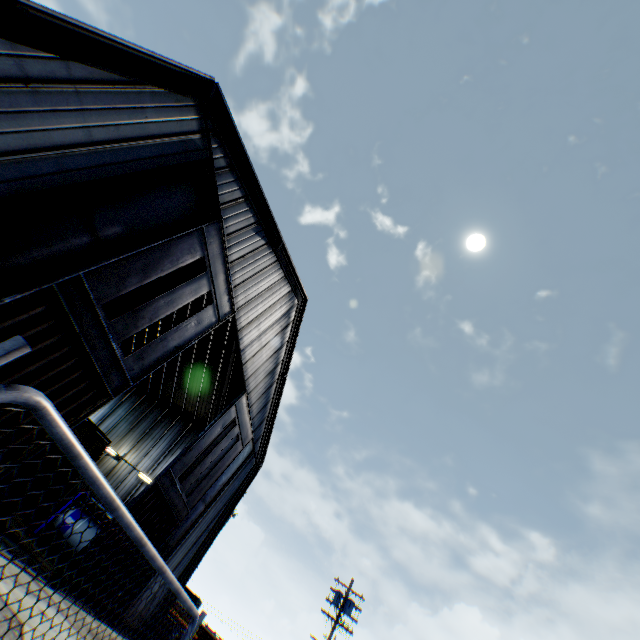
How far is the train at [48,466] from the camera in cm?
1397

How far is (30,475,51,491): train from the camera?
13.54m

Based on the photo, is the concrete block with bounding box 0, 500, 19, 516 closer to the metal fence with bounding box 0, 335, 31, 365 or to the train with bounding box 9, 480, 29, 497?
the train with bounding box 9, 480, 29, 497

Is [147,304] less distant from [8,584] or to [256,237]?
[256,237]

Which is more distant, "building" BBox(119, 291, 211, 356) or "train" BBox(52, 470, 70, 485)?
"building" BBox(119, 291, 211, 356)

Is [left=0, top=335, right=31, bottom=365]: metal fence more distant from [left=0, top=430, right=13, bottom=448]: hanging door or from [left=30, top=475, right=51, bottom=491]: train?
[left=30, top=475, right=51, bottom=491]: train

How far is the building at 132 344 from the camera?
25.5 meters
